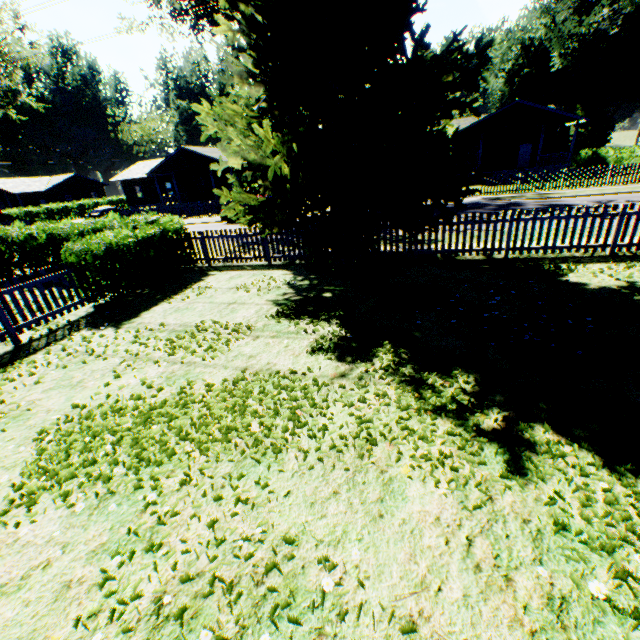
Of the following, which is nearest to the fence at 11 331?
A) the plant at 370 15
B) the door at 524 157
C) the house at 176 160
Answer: the plant at 370 15

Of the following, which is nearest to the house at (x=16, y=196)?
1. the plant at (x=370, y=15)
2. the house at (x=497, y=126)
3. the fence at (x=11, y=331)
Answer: the plant at (x=370, y=15)

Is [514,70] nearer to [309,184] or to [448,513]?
[309,184]

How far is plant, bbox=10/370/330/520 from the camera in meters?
3.5

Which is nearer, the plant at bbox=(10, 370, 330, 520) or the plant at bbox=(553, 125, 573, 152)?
the plant at bbox=(10, 370, 330, 520)

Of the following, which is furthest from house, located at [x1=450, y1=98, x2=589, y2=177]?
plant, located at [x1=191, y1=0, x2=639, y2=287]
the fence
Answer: the fence

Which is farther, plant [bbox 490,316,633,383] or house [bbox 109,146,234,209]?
house [bbox 109,146,234,209]

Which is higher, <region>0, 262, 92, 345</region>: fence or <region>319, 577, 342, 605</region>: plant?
<region>0, 262, 92, 345</region>: fence
